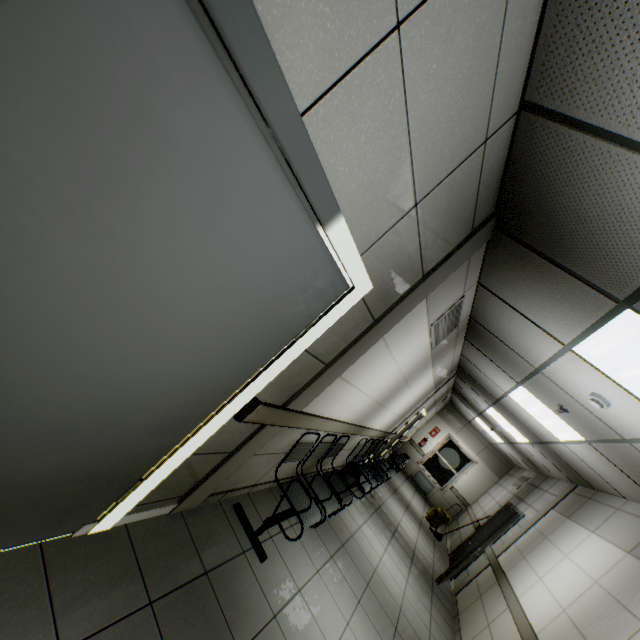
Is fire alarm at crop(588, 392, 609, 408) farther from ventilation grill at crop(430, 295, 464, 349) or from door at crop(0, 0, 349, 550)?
door at crop(0, 0, 349, 550)

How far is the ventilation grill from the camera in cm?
340

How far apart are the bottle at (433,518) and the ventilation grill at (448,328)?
7.6m

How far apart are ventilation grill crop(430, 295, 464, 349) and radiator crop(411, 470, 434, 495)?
10.21m

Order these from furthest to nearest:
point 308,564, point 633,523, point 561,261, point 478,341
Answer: point 478,341 → point 633,523 → point 308,564 → point 561,261

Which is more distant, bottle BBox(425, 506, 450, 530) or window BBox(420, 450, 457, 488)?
window BBox(420, 450, 457, 488)

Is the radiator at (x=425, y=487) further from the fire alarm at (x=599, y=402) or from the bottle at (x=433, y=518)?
the fire alarm at (x=599, y=402)

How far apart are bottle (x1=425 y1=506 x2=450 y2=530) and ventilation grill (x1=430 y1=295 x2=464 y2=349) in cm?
761
